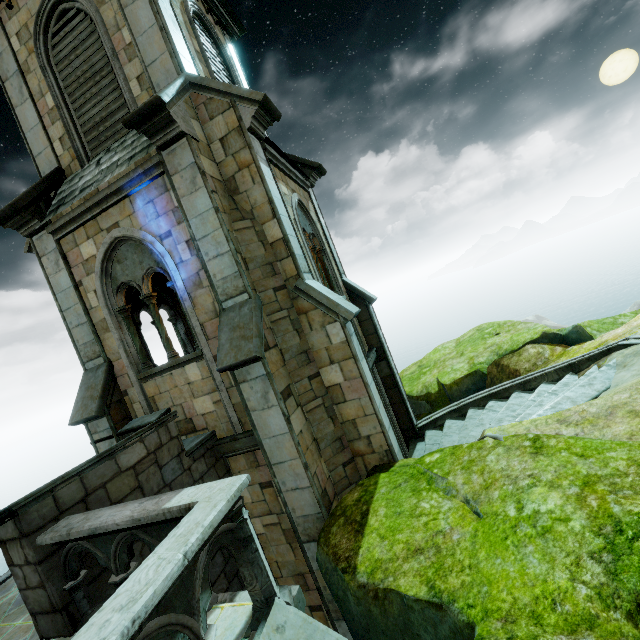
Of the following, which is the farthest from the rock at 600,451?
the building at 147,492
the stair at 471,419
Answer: the stair at 471,419

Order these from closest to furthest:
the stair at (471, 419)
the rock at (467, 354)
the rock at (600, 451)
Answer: the rock at (600, 451) < the stair at (471, 419) < the rock at (467, 354)

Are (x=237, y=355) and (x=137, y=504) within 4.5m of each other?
yes

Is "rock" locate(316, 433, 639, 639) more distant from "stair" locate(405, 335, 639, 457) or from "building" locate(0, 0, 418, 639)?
"stair" locate(405, 335, 639, 457)

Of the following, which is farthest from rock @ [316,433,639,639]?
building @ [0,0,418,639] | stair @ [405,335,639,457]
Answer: stair @ [405,335,639,457]

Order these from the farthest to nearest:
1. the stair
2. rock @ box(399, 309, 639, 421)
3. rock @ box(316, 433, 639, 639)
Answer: rock @ box(399, 309, 639, 421) < the stair < rock @ box(316, 433, 639, 639)

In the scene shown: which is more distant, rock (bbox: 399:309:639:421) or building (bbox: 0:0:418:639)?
rock (bbox: 399:309:639:421)
